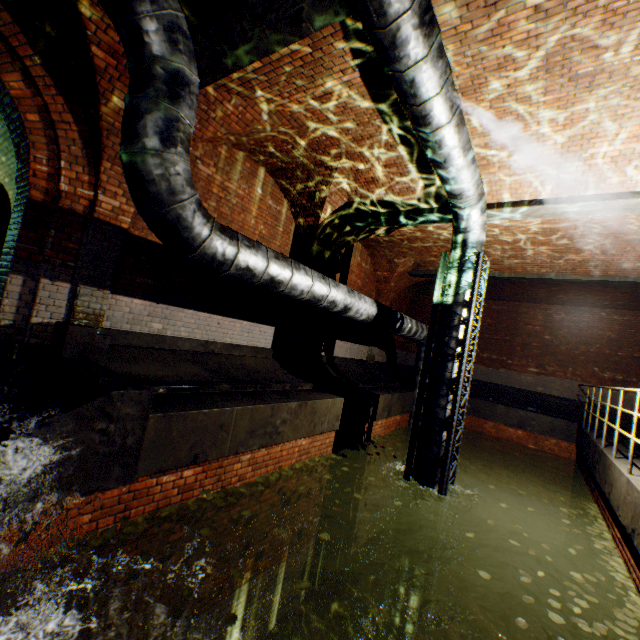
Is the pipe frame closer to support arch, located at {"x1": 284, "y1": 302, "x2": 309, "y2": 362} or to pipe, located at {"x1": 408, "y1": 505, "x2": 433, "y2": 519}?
pipe, located at {"x1": 408, "y1": 505, "x2": 433, "y2": 519}

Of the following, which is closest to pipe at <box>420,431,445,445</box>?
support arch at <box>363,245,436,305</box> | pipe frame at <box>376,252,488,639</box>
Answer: pipe frame at <box>376,252,488,639</box>

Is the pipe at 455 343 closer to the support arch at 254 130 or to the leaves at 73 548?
the support arch at 254 130

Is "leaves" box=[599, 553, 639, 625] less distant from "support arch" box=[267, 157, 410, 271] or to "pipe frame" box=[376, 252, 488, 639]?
"pipe frame" box=[376, 252, 488, 639]

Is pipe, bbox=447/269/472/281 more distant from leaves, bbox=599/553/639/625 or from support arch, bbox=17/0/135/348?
leaves, bbox=599/553/639/625

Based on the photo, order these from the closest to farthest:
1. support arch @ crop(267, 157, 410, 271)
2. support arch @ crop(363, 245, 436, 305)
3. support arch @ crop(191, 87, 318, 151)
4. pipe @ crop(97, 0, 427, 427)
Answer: pipe @ crop(97, 0, 427, 427)
support arch @ crop(191, 87, 318, 151)
support arch @ crop(267, 157, 410, 271)
support arch @ crop(363, 245, 436, 305)

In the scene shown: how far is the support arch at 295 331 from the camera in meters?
8.7

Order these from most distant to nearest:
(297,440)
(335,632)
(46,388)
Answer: (335,632)
(297,440)
(46,388)
